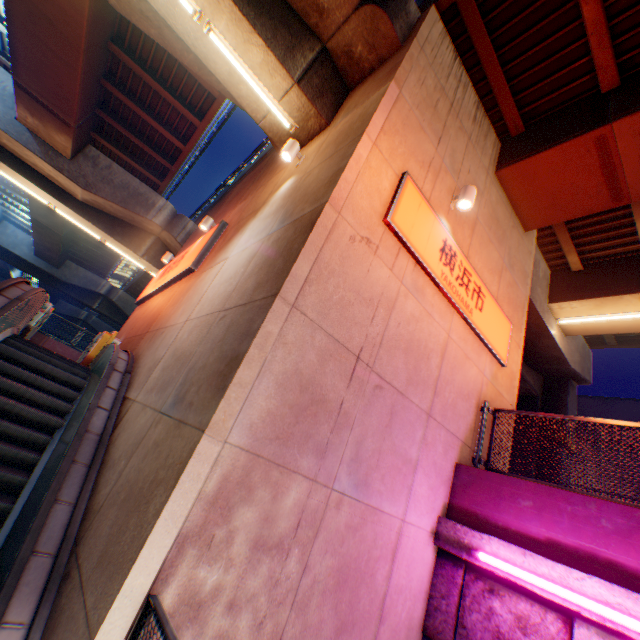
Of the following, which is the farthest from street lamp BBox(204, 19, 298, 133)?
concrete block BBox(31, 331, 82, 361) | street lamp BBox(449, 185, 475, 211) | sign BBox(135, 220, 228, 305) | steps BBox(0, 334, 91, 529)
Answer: concrete block BBox(31, 331, 82, 361)

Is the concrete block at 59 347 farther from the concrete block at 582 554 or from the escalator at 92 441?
the concrete block at 582 554

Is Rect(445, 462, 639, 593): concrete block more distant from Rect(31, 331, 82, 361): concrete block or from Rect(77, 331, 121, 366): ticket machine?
Rect(31, 331, 82, 361): concrete block

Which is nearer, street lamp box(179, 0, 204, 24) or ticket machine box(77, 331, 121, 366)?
street lamp box(179, 0, 204, 24)

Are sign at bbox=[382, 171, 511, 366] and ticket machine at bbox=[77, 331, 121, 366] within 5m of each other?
no

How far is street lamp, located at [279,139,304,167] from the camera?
6.5 meters

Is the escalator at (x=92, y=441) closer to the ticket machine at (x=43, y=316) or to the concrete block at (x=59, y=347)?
the ticket machine at (x=43, y=316)

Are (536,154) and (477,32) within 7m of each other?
yes
